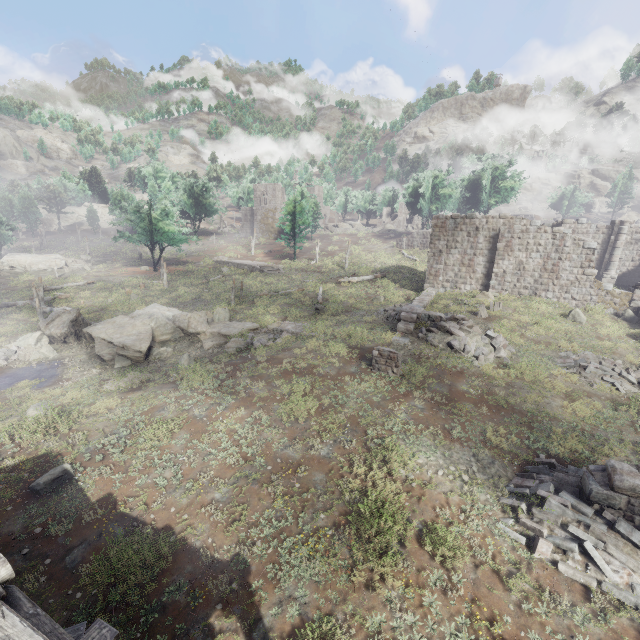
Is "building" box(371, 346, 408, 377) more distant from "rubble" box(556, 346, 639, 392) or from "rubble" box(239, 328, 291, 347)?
"rubble" box(556, 346, 639, 392)

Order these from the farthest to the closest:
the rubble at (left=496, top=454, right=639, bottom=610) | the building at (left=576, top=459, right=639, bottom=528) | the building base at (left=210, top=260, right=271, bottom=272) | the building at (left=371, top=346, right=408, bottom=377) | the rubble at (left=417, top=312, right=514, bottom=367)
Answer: the building base at (left=210, top=260, right=271, bottom=272) → the rubble at (left=417, top=312, right=514, bottom=367) → the building at (left=371, top=346, right=408, bottom=377) → the building at (left=576, top=459, right=639, bottom=528) → the rubble at (left=496, top=454, right=639, bottom=610)

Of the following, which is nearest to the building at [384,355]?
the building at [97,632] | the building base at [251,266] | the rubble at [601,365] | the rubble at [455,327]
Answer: the rubble at [455,327]

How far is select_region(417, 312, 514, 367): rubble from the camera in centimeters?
1612cm

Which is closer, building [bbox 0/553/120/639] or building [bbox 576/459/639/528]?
building [bbox 0/553/120/639]

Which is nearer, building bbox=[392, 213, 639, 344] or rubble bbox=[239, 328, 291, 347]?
rubble bbox=[239, 328, 291, 347]

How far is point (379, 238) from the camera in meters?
58.5 m

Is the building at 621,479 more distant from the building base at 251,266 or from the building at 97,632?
the building base at 251,266
